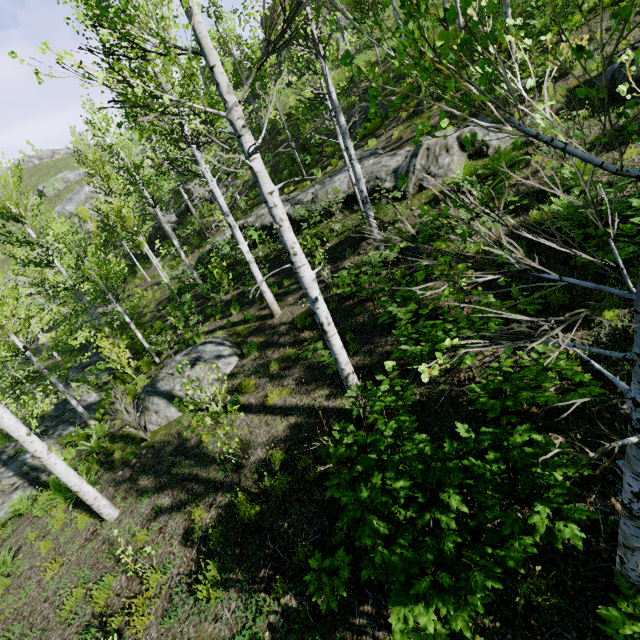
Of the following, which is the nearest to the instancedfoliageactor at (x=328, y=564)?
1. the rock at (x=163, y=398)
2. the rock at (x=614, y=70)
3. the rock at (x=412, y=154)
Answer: the rock at (x=163, y=398)

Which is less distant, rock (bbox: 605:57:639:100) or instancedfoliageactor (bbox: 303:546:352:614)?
instancedfoliageactor (bbox: 303:546:352:614)

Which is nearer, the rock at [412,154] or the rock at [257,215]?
the rock at [412,154]

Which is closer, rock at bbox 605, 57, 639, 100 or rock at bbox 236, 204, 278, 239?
rock at bbox 605, 57, 639, 100

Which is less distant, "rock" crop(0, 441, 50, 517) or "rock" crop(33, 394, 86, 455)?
"rock" crop(0, 441, 50, 517)

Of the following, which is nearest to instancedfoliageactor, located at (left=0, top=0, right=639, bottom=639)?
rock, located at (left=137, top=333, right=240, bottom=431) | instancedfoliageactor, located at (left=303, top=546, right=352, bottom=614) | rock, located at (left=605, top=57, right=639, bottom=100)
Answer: rock, located at (left=137, top=333, right=240, bottom=431)

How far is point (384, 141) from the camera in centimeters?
1484cm

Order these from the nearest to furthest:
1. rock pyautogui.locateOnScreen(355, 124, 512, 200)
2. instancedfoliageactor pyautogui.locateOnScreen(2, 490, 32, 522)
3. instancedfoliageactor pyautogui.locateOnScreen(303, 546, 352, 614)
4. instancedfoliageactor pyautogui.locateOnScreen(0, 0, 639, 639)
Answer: instancedfoliageactor pyautogui.locateOnScreen(0, 0, 639, 639)
instancedfoliageactor pyautogui.locateOnScreen(303, 546, 352, 614)
instancedfoliageactor pyautogui.locateOnScreen(2, 490, 32, 522)
rock pyautogui.locateOnScreen(355, 124, 512, 200)
